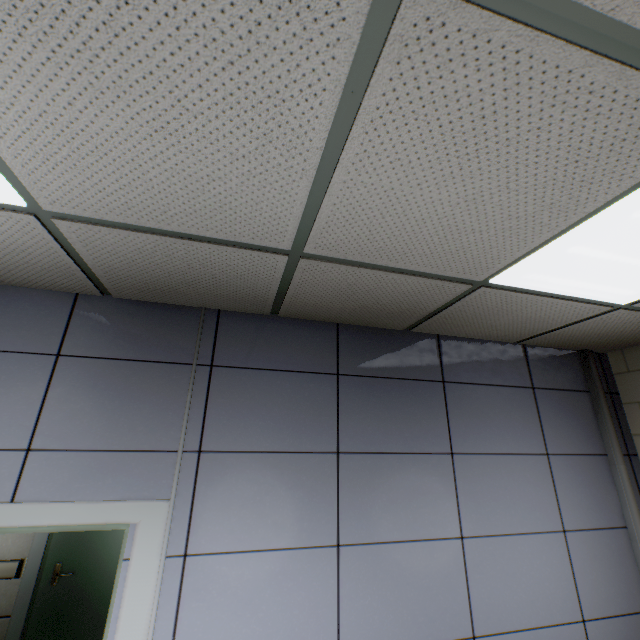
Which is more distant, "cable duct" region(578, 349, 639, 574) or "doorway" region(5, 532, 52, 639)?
"doorway" region(5, 532, 52, 639)

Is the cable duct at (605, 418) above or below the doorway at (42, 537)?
above

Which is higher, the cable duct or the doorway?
the cable duct

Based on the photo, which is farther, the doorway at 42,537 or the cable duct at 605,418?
the doorway at 42,537

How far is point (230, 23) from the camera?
0.7m
